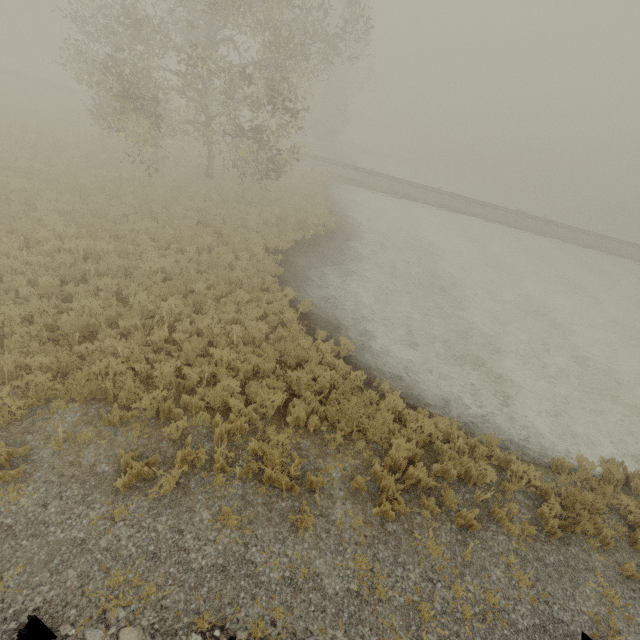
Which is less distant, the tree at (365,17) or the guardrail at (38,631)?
the guardrail at (38,631)

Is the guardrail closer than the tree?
Yes

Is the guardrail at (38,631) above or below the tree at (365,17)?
below

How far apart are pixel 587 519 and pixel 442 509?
2.7m

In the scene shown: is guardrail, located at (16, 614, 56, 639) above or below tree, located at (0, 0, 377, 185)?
below
